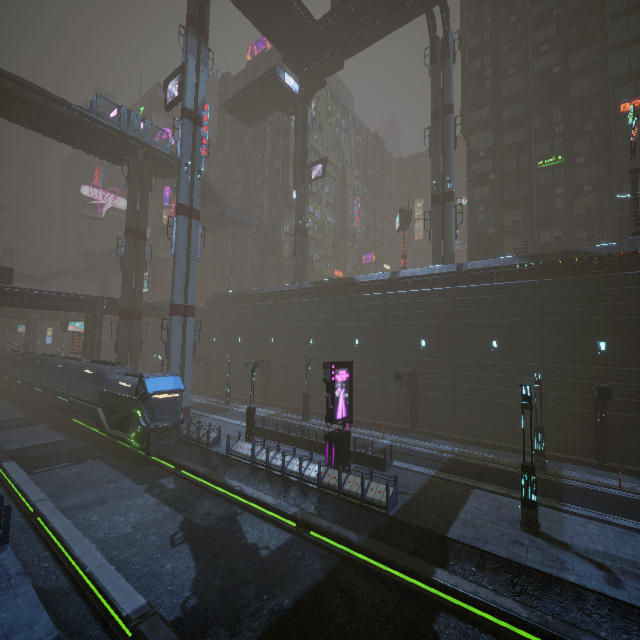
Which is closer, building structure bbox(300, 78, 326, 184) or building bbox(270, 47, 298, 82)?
building structure bbox(300, 78, 326, 184)

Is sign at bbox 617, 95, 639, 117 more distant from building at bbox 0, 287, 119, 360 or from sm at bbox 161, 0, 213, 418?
sm at bbox 161, 0, 213, 418

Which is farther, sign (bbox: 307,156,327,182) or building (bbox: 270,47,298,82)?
building (bbox: 270,47,298,82)

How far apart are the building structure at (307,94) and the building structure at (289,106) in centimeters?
58cm

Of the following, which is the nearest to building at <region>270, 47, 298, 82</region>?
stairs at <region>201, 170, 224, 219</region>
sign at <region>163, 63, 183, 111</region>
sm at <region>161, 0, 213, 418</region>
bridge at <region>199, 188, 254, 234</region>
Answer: sm at <region>161, 0, 213, 418</region>

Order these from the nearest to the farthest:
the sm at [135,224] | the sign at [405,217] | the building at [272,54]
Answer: the sm at [135,224]
the sign at [405,217]
the building at [272,54]

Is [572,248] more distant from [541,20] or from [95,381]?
[95,381]

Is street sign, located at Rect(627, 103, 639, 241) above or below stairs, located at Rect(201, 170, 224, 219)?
below
